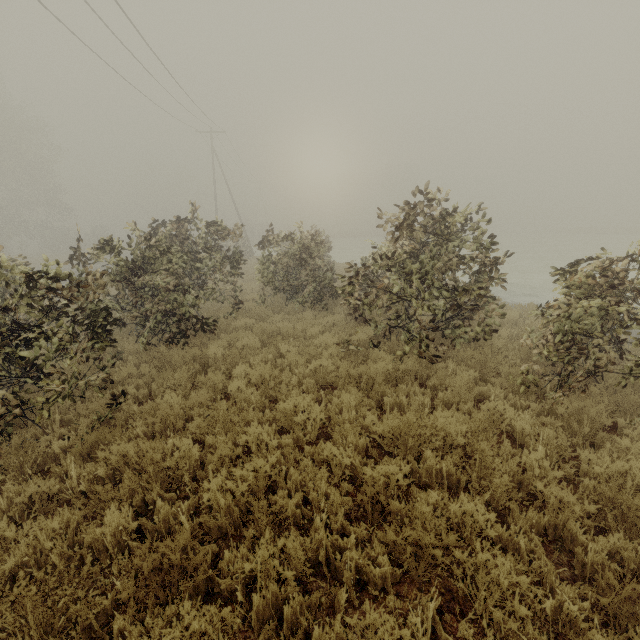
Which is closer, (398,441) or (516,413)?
(398,441)

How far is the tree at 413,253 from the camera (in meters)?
6.23

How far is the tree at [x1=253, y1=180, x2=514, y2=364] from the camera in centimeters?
623cm
